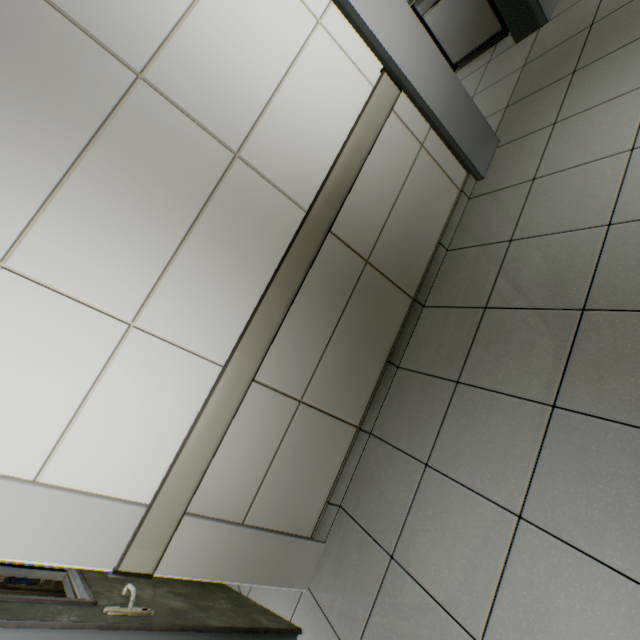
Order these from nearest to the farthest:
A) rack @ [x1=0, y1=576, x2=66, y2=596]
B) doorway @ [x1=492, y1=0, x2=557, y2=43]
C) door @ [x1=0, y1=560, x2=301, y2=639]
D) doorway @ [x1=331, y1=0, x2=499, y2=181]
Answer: door @ [x1=0, y1=560, x2=301, y2=639] → doorway @ [x1=331, y1=0, x2=499, y2=181] → doorway @ [x1=492, y1=0, x2=557, y2=43] → rack @ [x1=0, y1=576, x2=66, y2=596]

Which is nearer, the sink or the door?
the door

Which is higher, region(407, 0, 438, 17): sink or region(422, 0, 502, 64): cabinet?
region(407, 0, 438, 17): sink

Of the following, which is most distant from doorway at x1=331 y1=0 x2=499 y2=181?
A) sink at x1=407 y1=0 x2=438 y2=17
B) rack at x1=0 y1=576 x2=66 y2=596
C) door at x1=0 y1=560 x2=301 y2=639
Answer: rack at x1=0 y1=576 x2=66 y2=596

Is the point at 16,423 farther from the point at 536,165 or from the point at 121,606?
the point at 536,165

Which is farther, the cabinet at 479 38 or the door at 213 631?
the cabinet at 479 38

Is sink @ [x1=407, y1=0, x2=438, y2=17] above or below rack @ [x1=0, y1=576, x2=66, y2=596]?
above

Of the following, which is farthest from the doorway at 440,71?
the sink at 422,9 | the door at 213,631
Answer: the door at 213,631
